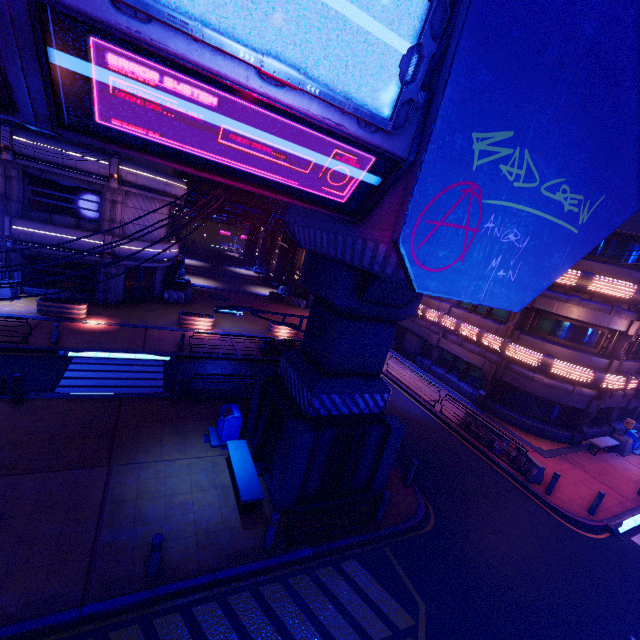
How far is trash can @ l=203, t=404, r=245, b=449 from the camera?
11.3 meters

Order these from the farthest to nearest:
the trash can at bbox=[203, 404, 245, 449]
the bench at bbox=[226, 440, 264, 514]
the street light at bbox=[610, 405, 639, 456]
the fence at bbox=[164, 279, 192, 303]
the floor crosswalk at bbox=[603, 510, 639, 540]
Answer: the fence at bbox=[164, 279, 192, 303] → the street light at bbox=[610, 405, 639, 456] → the floor crosswalk at bbox=[603, 510, 639, 540] → the trash can at bbox=[203, 404, 245, 449] → the bench at bbox=[226, 440, 264, 514]

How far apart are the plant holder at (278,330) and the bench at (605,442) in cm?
1921

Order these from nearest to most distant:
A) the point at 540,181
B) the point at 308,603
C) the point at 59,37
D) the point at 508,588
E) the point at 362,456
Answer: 1. the point at 59,37
2. the point at 540,181
3. the point at 308,603
4. the point at 508,588
5. the point at 362,456

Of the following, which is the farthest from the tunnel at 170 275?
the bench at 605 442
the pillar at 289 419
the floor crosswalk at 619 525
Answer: the floor crosswalk at 619 525

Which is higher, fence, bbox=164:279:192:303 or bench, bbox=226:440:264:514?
bench, bbox=226:440:264:514

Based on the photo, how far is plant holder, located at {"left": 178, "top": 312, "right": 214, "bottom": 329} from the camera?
21.14m

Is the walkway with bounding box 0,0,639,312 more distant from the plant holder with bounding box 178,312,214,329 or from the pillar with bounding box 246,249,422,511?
the plant holder with bounding box 178,312,214,329
